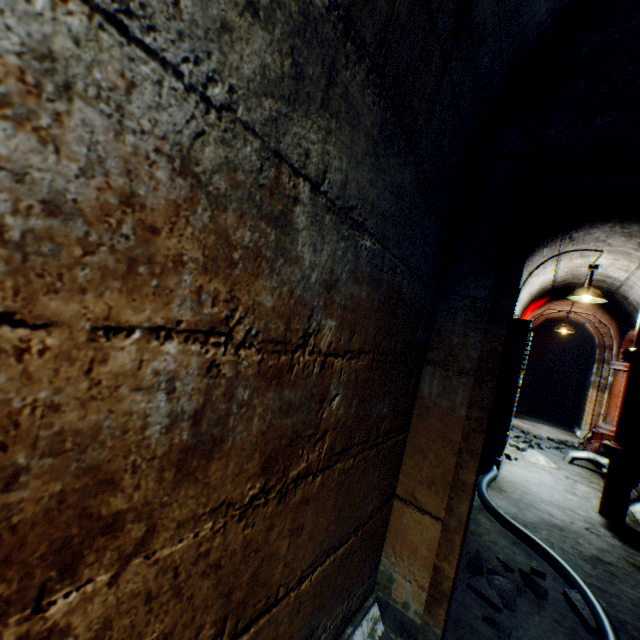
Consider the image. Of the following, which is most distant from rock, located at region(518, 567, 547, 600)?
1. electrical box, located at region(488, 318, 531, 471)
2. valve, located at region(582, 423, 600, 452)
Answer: valve, located at region(582, 423, 600, 452)

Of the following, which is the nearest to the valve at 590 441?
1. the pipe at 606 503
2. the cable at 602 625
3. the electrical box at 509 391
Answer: the pipe at 606 503

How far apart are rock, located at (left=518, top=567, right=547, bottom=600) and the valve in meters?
5.0

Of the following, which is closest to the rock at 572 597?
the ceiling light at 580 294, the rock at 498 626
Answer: the rock at 498 626

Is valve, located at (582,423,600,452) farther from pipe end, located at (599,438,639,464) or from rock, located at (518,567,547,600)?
rock, located at (518,567,547,600)

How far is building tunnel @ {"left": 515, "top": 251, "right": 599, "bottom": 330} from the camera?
4.5m

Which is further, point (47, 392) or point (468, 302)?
point (468, 302)

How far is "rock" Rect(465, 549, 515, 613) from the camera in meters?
1.8
